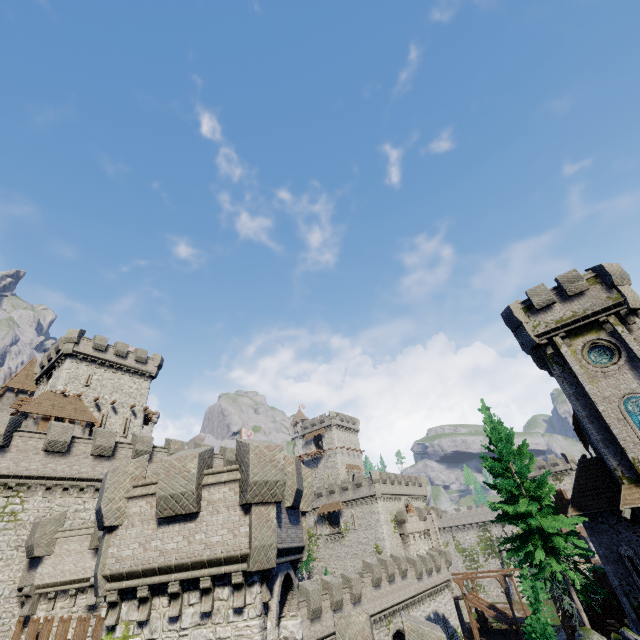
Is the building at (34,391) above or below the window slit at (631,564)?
above

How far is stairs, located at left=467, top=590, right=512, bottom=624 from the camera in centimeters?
4560cm

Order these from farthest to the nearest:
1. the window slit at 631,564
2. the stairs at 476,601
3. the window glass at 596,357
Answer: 1. the stairs at 476,601
2. the window glass at 596,357
3. the window slit at 631,564

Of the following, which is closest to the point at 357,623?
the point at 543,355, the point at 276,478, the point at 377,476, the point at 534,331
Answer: the point at 276,478

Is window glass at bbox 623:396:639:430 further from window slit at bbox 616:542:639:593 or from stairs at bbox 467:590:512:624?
stairs at bbox 467:590:512:624

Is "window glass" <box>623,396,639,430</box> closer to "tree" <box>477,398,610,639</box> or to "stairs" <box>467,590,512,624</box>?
"tree" <box>477,398,610,639</box>

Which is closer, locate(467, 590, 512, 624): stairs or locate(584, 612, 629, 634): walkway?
locate(584, 612, 629, 634): walkway

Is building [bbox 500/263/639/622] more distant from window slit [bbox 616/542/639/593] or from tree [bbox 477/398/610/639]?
tree [bbox 477/398/610/639]
